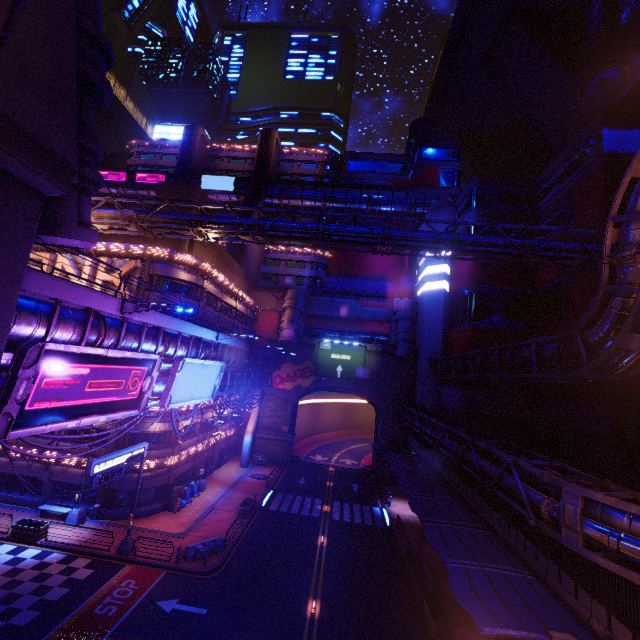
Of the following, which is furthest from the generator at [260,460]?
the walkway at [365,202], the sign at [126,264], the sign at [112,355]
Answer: the walkway at [365,202]

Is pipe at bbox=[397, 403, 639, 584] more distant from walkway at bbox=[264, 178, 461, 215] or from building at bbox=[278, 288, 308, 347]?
walkway at bbox=[264, 178, 461, 215]

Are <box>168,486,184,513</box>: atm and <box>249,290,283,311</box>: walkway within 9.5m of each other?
no

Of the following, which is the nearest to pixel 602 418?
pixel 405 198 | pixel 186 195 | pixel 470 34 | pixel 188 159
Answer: pixel 186 195

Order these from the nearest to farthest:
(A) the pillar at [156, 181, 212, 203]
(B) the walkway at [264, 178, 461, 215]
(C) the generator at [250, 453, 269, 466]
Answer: (A) the pillar at [156, 181, 212, 203] → (C) the generator at [250, 453, 269, 466] → (B) the walkway at [264, 178, 461, 215]

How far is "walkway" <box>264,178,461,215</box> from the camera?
56.2m

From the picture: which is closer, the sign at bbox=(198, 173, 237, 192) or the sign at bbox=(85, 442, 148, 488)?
the sign at bbox=(85, 442, 148, 488)

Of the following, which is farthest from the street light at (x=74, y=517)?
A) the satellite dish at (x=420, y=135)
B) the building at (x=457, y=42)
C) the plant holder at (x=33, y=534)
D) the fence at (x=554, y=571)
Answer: the satellite dish at (x=420, y=135)
